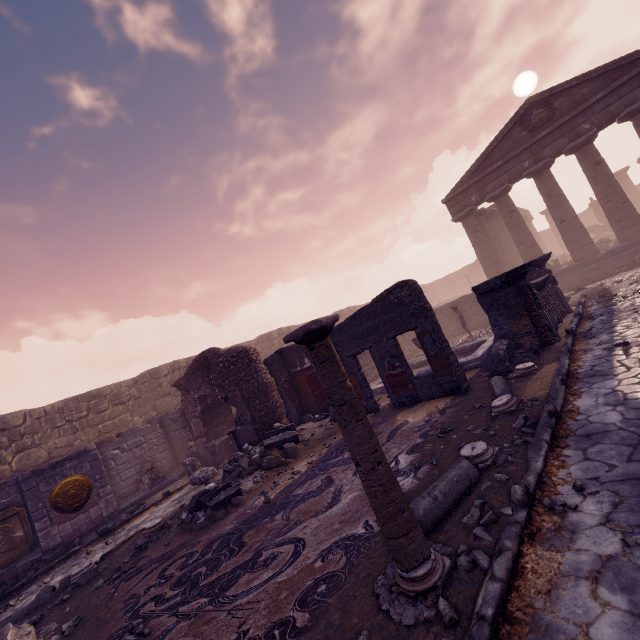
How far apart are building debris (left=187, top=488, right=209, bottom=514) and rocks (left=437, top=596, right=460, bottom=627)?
6.1m

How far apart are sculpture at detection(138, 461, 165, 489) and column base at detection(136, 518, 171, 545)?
4.3m

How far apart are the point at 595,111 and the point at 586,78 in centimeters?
153cm

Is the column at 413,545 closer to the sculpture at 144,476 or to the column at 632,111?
the sculpture at 144,476

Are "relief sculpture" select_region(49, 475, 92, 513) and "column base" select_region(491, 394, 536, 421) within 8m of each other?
no

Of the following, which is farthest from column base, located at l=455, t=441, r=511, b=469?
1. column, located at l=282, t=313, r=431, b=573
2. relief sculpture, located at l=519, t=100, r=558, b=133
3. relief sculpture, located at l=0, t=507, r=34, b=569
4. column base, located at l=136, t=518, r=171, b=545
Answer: relief sculpture, located at l=519, t=100, r=558, b=133

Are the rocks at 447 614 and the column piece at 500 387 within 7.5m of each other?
yes

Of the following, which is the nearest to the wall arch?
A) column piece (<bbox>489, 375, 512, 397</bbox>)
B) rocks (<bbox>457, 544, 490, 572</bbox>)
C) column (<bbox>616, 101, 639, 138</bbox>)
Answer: column piece (<bbox>489, 375, 512, 397</bbox>)
